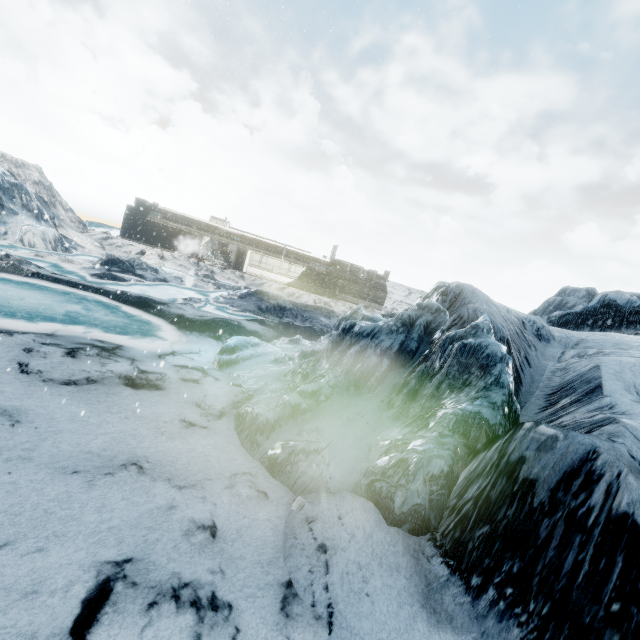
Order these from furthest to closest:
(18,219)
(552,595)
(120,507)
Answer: (18,219)
(120,507)
(552,595)
